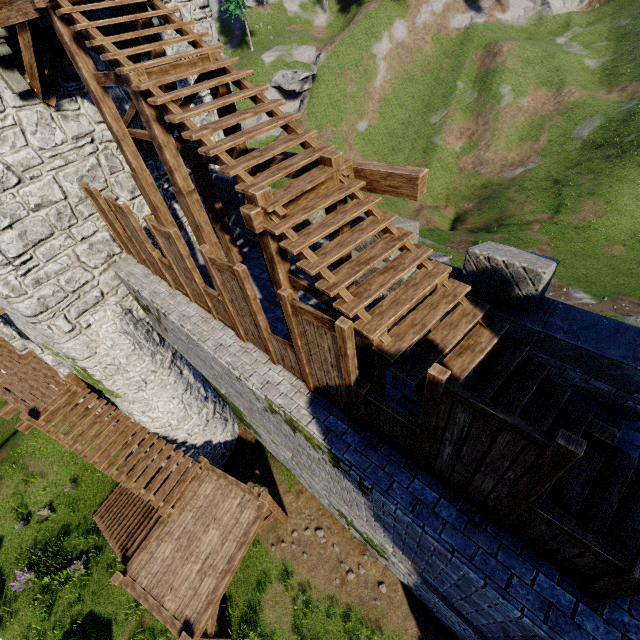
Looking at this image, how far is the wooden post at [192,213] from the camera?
6.24m

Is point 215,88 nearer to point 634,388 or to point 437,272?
point 437,272

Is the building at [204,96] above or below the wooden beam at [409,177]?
above

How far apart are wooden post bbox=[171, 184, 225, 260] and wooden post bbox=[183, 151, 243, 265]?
2.0m

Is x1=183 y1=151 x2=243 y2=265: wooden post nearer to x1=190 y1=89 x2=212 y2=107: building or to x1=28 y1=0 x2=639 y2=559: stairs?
x1=28 y1=0 x2=639 y2=559: stairs

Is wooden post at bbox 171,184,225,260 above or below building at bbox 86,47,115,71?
below

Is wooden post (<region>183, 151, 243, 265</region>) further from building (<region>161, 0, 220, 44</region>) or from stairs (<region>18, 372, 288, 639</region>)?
stairs (<region>18, 372, 288, 639</region>)

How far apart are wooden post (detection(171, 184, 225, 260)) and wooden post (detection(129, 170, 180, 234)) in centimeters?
154cm
